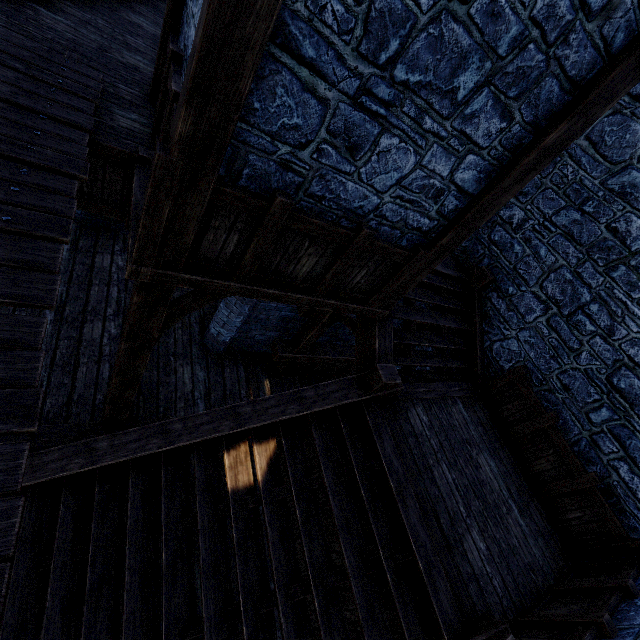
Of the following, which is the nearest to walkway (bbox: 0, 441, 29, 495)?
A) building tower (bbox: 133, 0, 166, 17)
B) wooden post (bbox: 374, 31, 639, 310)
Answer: building tower (bbox: 133, 0, 166, 17)

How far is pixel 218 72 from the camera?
1.9 meters

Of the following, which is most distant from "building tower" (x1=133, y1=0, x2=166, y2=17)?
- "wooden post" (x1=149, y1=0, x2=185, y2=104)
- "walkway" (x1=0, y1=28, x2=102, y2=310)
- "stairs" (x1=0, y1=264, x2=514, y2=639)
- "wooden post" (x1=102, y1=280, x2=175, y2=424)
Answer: "walkway" (x1=0, y1=28, x2=102, y2=310)

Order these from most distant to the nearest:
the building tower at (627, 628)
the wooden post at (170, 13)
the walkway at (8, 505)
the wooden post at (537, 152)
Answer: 1. the wooden post at (170, 13)
2. the building tower at (627, 628)
3. the wooden post at (537, 152)
4. the walkway at (8, 505)

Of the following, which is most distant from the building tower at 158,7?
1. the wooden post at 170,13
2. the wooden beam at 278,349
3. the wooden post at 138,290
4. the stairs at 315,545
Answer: the wooden post at 138,290

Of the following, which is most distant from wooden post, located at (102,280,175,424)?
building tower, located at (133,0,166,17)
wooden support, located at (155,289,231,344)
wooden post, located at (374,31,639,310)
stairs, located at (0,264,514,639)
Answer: building tower, located at (133,0,166,17)

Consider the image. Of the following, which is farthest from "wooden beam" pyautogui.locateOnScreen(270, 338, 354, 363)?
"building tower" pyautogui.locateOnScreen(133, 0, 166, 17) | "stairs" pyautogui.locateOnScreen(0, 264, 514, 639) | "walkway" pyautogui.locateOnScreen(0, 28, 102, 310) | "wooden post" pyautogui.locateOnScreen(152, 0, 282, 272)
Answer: "walkway" pyautogui.locateOnScreen(0, 28, 102, 310)

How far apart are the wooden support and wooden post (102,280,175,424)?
0.1m
